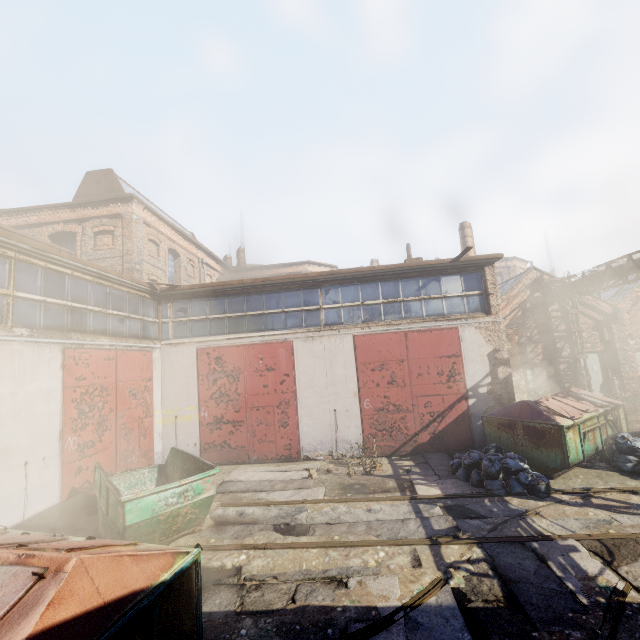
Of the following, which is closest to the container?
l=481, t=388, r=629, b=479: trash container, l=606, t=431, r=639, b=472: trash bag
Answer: l=481, t=388, r=629, b=479: trash container

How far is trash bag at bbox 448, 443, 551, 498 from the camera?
7.3m

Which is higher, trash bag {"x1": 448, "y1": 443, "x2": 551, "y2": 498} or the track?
trash bag {"x1": 448, "y1": 443, "x2": 551, "y2": 498}

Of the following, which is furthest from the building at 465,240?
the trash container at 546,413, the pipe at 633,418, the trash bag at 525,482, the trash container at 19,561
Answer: the trash container at 19,561

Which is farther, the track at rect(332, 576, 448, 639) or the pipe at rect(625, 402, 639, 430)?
the pipe at rect(625, 402, 639, 430)

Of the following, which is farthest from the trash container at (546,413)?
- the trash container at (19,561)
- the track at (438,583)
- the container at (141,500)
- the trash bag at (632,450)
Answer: the trash container at (19,561)

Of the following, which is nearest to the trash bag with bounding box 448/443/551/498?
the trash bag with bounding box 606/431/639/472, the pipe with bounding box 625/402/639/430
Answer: the trash bag with bounding box 606/431/639/472

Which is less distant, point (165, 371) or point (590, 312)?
point (165, 371)
